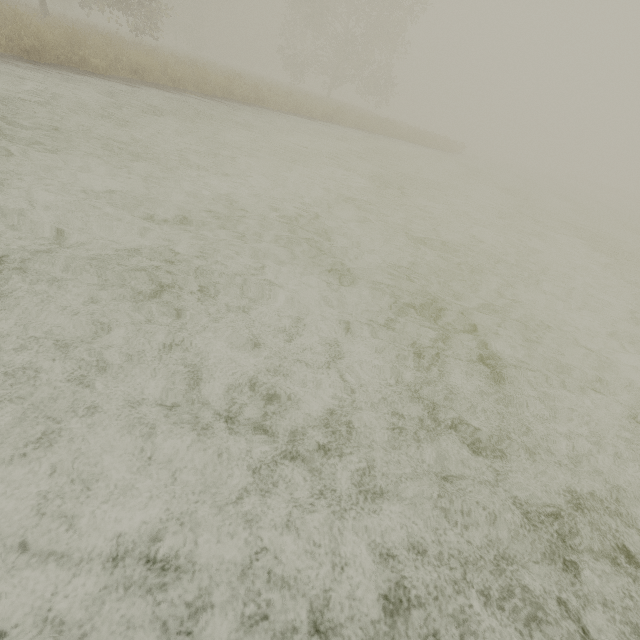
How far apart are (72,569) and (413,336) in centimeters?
260cm
